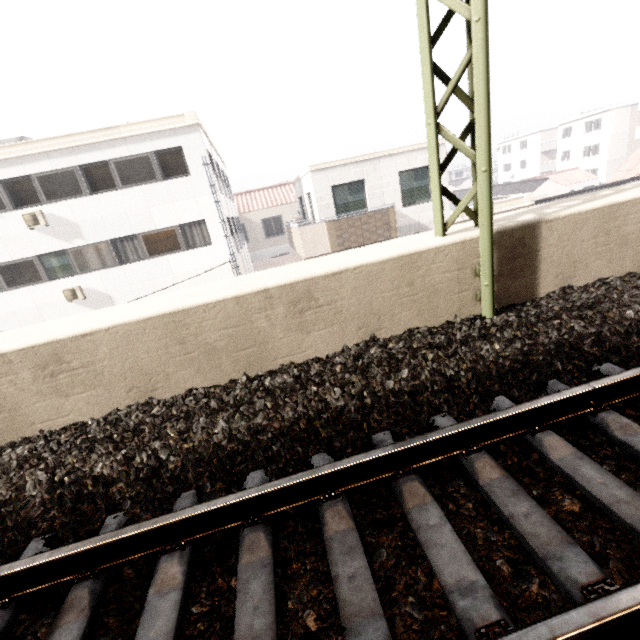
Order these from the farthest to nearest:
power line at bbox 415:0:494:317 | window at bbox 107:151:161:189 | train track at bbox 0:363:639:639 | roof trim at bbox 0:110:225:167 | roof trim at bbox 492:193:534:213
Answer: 1. roof trim at bbox 492:193:534:213
2. window at bbox 107:151:161:189
3. roof trim at bbox 0:110:225:167
4. power line at bbox 415:0:494:317
5. train track at bbox 0:363:639:639

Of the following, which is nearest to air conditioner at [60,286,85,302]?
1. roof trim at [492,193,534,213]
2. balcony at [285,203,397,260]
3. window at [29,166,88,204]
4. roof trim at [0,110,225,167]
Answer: window at [29,166,88,204]

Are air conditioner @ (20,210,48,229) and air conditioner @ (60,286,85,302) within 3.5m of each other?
yes

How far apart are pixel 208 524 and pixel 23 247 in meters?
17.0

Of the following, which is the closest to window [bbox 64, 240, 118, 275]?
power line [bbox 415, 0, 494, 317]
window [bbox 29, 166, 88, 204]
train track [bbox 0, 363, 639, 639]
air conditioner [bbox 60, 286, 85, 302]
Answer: air conditioner [bbox 60, 286, 85, 302]

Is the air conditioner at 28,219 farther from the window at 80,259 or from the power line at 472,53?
the power line at 472,53

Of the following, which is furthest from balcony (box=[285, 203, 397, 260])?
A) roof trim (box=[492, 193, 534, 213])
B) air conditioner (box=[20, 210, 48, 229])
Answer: air conditioner (box=[20, 210, 48, 229])

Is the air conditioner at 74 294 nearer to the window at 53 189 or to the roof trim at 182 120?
the window at 53 189
